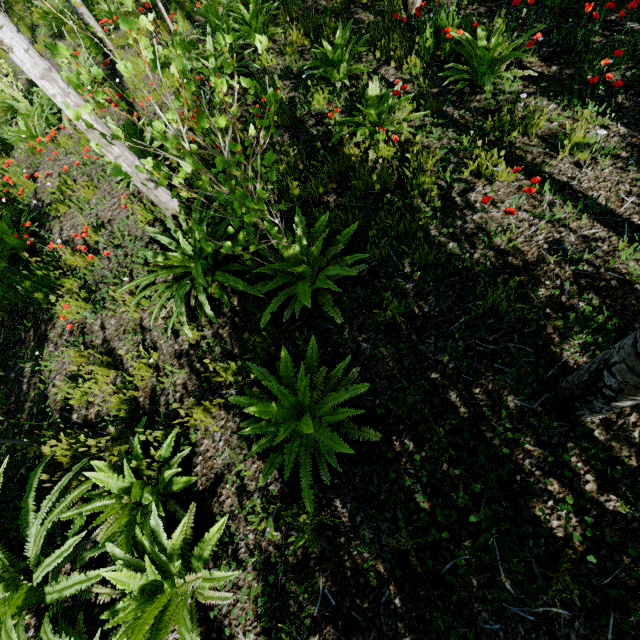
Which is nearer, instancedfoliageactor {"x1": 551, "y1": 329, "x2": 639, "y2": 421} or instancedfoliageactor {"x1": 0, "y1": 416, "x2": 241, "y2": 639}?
instancedfoliageactor {"x1": 551, "y1": 329, "x2": 639, "y2": 421}

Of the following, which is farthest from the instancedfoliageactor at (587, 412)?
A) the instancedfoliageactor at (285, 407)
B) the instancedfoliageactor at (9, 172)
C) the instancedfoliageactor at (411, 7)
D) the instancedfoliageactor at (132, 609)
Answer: the instancedfoliageactor at (9, 172)

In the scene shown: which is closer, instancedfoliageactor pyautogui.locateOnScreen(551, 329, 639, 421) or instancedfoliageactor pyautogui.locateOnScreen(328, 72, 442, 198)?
instancedfoliageactor pyautogui.locateOnScreen(551, 329, 639, 421)

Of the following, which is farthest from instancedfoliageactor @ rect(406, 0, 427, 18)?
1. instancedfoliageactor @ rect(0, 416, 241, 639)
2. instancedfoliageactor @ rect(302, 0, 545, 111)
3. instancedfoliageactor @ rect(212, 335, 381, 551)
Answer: instancedfoliageactor @ rect(0, 416, 241, 639)

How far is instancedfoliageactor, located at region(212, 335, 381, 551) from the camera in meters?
2.2 m

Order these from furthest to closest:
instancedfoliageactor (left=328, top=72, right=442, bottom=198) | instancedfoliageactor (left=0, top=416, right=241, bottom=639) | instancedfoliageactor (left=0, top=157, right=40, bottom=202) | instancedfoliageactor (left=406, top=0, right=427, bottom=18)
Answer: instancedfoliageactor (left=0, top=157, right=40, bottom=202), instancedfoliageactor (left=406, top=0, right=427, bottom=18), instancedfoliageactor (left=328, top=72, right=442, bottom=198), instancedfoliageactor (left=0, top=416, right=241, bottom=639)

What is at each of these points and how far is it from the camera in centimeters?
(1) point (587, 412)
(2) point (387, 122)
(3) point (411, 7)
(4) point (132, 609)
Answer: (1) instancedfoliageactor, 193cm
(2) instancedfoliageactor, 362cm
(3) instancedfoliageactor, 495cm
(4) instancedfoliageactor, 206cm

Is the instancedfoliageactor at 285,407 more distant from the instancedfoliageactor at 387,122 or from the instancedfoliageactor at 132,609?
the instancedfoliageactor at 387,122
